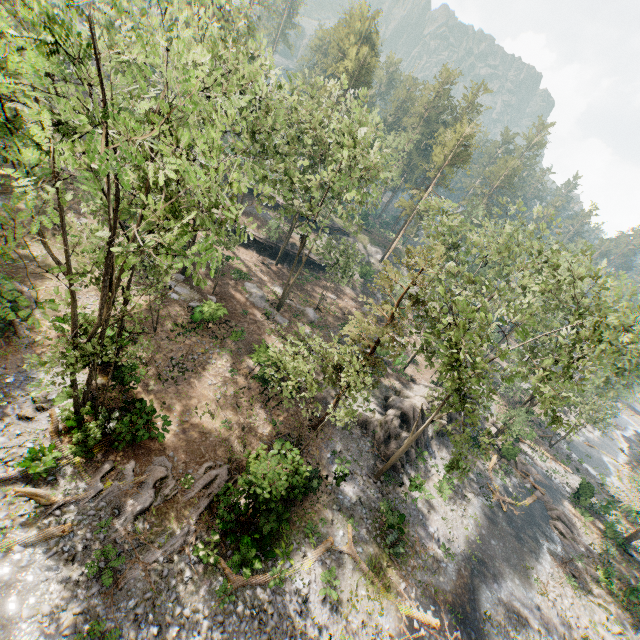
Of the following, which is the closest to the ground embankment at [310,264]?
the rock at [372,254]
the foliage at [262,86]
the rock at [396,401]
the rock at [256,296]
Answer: the foliage at [262,86]

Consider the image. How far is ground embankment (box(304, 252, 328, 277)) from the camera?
46.7m

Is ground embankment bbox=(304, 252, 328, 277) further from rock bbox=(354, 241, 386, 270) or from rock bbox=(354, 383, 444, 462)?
rock bbox=(354, 383, 444, 462)

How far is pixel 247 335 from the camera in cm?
2811

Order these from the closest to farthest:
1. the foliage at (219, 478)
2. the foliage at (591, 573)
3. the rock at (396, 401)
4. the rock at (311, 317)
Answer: the foliage at (219, 478)
the foliage at (591, 573)
the rock at (396, 401)
the rock at (311, 317)

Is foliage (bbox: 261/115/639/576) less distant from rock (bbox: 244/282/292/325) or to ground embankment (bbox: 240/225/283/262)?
ground embankment (bbox: 240/225/283/262)

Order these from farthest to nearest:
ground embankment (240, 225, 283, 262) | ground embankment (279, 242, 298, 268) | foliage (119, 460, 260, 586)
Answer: ground embankment (279, 242, 298, 268)
ground embankment (240, 225, 283, 262)
foliage (119, 460, 260, 586)

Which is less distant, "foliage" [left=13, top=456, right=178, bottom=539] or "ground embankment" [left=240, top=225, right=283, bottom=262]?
"foliage" [left=13, top=456, right=178, bottom=539]
